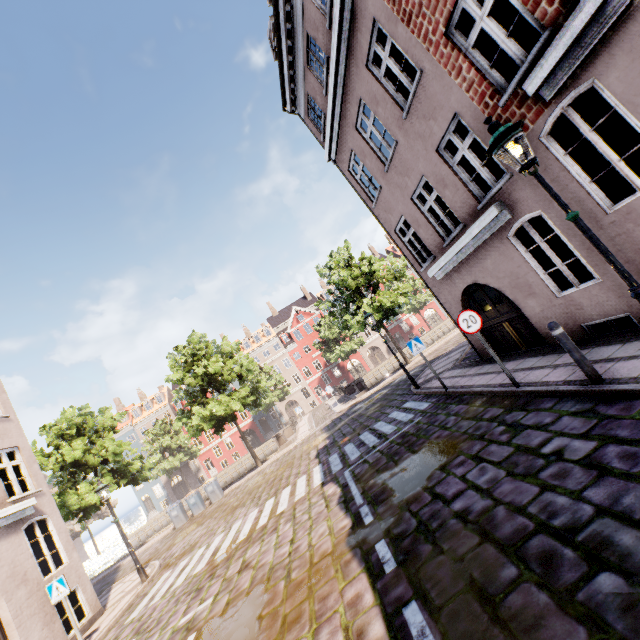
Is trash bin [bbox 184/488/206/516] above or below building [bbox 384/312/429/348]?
below

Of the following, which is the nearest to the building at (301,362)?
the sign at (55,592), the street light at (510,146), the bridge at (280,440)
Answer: the sign at (55,592)

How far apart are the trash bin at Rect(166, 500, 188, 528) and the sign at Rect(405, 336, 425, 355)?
18.6m

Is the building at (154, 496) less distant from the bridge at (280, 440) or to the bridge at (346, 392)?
the bridge at (280, 440)

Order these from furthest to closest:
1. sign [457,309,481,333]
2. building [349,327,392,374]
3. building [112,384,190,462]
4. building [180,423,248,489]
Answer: building [349,327,392,374]
building [112,384,190,462]
building [180,423,248,489]
sign [457,309,481,333]

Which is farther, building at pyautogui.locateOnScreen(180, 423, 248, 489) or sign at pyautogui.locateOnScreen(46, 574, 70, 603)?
building at pyautogui.locateOnScreen(180, 423, 248, 489)

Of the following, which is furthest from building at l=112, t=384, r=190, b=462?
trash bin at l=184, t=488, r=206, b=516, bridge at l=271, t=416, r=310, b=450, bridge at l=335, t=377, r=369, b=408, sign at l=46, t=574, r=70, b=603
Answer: bridge at l=335, t=377, r=369, b=408

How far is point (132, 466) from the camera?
20.81m
